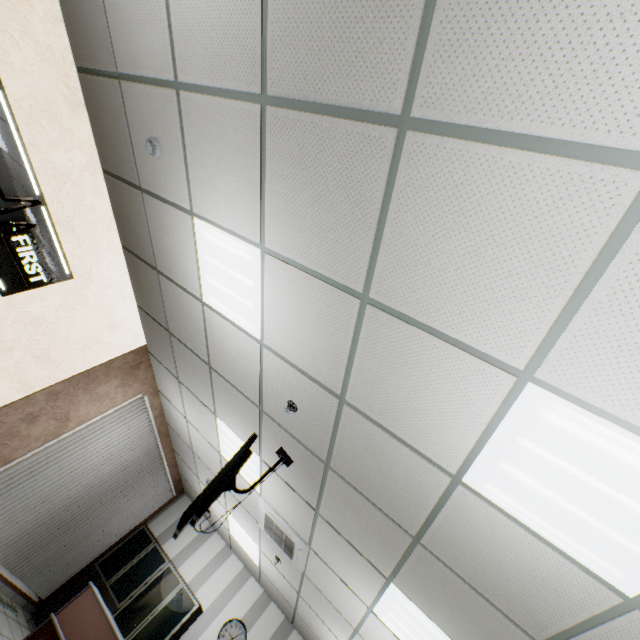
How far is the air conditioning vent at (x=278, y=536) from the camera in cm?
453

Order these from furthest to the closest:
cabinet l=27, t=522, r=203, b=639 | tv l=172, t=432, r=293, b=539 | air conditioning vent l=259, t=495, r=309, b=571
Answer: cabinet l=27, t=522, r=203, b=639, air conditioning vent l=259, t=495, r=309, b=571, tv l=172, t=432, r=293, b=539

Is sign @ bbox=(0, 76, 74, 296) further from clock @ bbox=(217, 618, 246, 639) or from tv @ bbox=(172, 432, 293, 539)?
clock @ bbox=(217, 618, 246, 639)

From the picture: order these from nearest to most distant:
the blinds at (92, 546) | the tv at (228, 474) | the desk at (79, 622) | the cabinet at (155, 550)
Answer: the tv at (228, 474) → the desk at (79, 622) → the blinds at (92, 546) → the cabinet at (155, 550)

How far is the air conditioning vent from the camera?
4.53m

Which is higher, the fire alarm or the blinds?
the fire alarm

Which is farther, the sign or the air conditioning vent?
the air conditioning vent

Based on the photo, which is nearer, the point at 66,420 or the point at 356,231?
the point at 356,231
